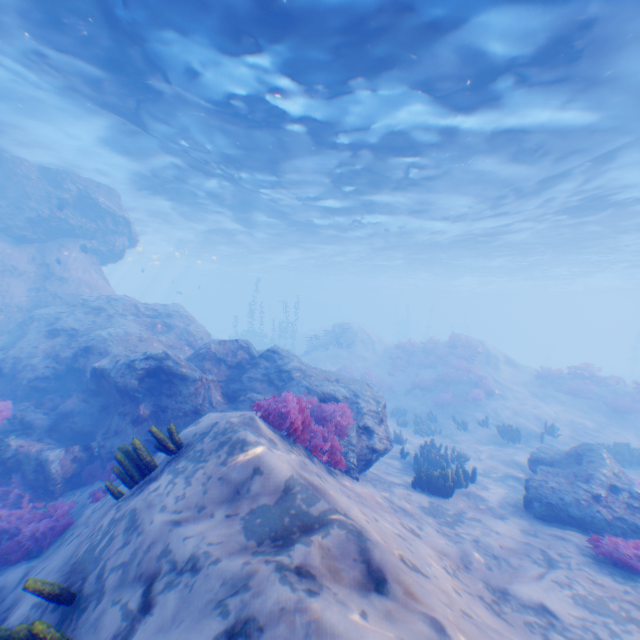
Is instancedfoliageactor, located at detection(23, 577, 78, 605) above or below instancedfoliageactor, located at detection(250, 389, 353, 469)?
below

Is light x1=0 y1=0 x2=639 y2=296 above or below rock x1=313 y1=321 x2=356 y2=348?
above

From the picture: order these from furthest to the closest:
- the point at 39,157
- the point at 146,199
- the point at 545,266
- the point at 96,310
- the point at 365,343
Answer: the point at 545,266 < the point at 365,343 < the point at 146,199 < the point at 39,157 < the point at 96,310

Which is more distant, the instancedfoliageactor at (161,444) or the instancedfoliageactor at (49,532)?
the instancedfoliageactor at (49,532)

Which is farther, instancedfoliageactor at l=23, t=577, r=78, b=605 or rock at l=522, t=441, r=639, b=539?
rock at l=522, t=441, r=639, b=539

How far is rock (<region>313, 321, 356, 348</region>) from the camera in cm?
2848

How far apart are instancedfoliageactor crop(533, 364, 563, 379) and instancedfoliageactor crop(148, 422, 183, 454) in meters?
23.5 m

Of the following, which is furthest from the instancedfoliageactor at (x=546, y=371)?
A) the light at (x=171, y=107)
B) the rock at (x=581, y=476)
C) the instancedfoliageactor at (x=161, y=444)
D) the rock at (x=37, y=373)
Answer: the instancedfoliageactor at (x=161, y=444)
